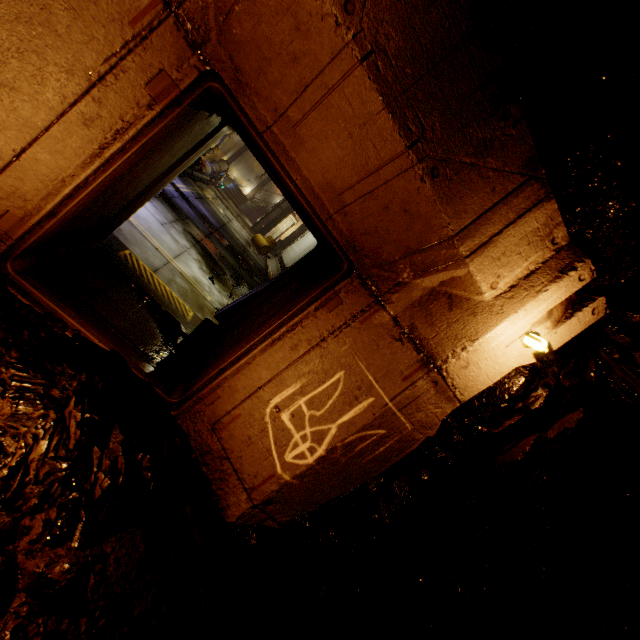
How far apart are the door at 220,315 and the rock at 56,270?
2.73m

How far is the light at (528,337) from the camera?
2.7 meters

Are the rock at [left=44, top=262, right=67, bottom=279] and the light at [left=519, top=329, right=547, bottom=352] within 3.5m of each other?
no

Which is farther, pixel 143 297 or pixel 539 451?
pixel 143 297

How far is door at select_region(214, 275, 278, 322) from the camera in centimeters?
574cm

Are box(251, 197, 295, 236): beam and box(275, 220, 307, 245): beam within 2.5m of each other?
yes

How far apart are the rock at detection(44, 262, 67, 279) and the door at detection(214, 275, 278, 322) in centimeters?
273cm

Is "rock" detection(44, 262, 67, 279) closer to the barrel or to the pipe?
the pipe
